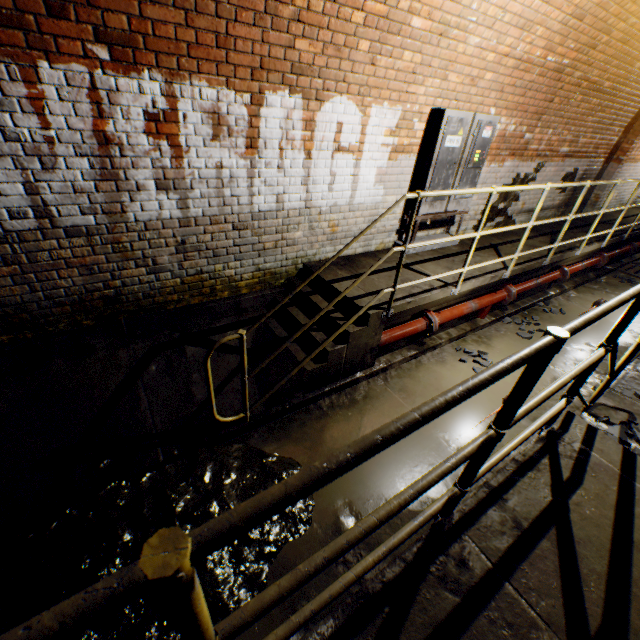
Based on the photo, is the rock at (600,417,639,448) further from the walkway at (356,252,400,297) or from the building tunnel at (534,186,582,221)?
the walkway at (356,252,400,297)

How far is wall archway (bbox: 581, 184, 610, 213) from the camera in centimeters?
835cm

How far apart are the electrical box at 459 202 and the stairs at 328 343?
1.5m

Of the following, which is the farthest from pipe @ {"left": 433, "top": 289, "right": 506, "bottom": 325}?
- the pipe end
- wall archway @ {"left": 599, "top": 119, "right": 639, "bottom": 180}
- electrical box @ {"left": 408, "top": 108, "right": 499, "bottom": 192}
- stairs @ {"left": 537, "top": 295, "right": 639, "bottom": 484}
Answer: wall archway @ {"left": 599, "top": 119, "right": 639, "bottom": 180}

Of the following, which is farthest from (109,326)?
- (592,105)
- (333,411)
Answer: (592,105)

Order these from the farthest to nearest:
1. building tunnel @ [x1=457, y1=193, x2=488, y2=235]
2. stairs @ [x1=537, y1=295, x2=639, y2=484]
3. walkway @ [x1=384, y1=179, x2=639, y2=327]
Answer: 1. building tunnel @ [x1=457, y1=193, x2=488, y2=235]
2. walkway @ [x1=384, y1=179, x2=639, y2=327]
3. stairs @ [x1=537, y1=295, x2=639, y2=484]

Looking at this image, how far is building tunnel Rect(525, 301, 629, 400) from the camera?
4.4 meters

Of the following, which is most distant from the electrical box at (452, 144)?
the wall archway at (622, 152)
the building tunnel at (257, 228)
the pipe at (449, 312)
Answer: the wall archway at (622, 152)
